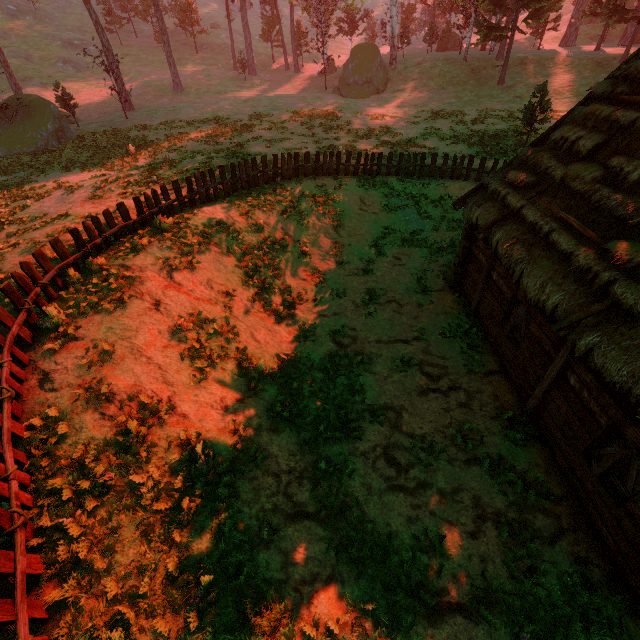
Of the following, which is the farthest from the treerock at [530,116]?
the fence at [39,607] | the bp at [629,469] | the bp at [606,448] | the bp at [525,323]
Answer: the bp at [525,323]

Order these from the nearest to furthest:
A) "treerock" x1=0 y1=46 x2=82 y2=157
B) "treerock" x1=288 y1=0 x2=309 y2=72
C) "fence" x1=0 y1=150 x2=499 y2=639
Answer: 1. "fence" x1=0 y1=150 x2=499 y2=639
2. "treerock" x1=0 y1=46 x2=82 y2=157
3. "treerock" x1=288 y1=0 x2=309 y2=72

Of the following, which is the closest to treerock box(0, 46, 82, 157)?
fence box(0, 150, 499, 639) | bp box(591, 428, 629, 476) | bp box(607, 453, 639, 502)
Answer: fence box(0, 150, 499, 639)

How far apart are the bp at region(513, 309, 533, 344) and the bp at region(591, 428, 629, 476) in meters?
3.0

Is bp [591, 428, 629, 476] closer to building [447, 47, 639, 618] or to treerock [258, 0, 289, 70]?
building [447, 47, 639, 618]

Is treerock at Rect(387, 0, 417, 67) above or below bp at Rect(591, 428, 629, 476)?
above

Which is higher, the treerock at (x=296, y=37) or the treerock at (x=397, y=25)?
the treerock at (x=397, y=25)

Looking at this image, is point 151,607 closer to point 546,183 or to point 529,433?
point 529,433
